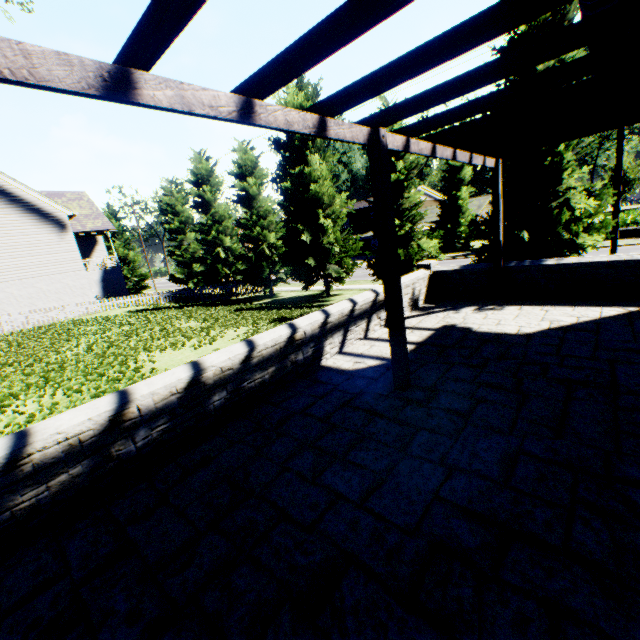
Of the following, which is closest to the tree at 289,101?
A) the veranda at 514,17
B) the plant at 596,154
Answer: the plant at 596,154

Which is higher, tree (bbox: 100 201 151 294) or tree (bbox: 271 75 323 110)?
tree (bbox: 271 75 323 110)

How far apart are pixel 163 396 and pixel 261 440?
1.2m

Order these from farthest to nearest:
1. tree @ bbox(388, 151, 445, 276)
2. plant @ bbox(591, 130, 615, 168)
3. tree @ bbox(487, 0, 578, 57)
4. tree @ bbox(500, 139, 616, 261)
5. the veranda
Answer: plant @ bbox(591, 130, 615, 168) → tree @ bbox(388, 151, 445, 276) → tree @ bbox(500, 139, 616, 261) → tree @ bbox(487, 0, 578, 57) → the veranda

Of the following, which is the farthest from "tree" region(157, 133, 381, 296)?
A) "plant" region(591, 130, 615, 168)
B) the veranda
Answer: the veranda

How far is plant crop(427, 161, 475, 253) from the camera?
31.67m

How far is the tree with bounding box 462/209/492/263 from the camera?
11.8 meters

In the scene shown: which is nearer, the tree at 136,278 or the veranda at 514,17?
the veranda at 514,17
